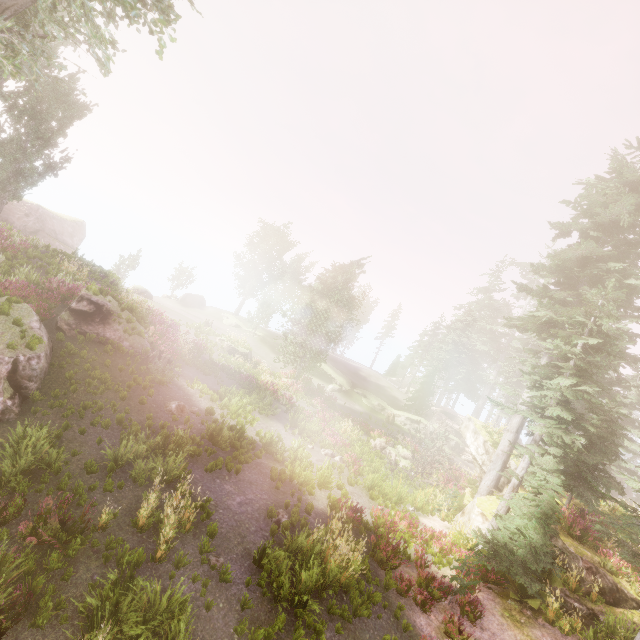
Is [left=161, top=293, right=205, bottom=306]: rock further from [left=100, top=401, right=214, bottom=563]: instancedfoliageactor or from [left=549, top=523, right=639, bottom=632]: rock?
[left=549, top=523, right=639, bottom=632]: rock

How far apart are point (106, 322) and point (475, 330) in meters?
46.2 m

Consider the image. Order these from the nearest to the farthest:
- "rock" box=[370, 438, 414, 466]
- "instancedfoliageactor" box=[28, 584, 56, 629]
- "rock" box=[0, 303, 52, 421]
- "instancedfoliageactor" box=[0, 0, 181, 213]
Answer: "instancedfoliageactor" box=[28, 584, 56, 629], "rock" box=[0, 303, 52, 421], "instancedfoliageactor" box=[0, 0, 181, 213], "rock" box=[370, 438, 414, 466]

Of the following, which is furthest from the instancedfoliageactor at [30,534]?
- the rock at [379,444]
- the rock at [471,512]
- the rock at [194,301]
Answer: the rock at [379,444]

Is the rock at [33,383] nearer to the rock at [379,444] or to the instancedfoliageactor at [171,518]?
the instancedfoliageactor at [171,518]

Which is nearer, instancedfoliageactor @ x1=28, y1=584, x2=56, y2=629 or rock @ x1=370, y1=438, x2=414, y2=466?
instancedfoliageactor @ x1=28, y1=584, x2=56, y2=629

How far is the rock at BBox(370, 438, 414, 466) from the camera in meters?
23.7

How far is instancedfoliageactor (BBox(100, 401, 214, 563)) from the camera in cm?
784
